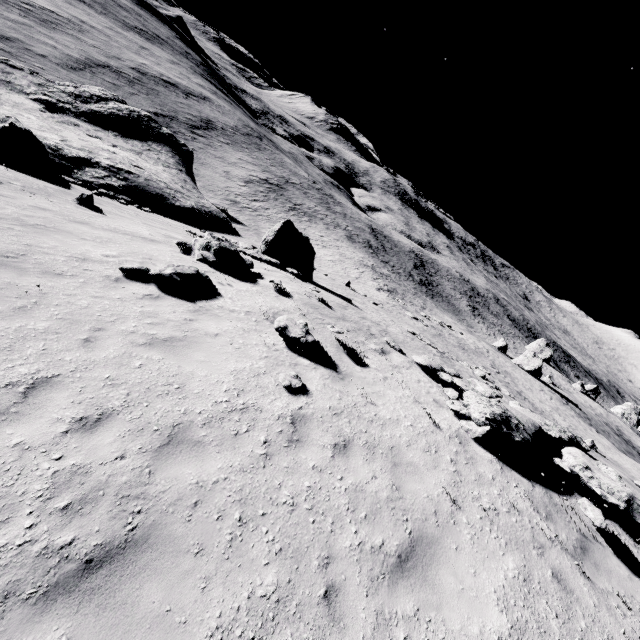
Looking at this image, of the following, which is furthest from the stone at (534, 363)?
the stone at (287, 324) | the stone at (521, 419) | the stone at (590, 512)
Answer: the stone at (287, 324)

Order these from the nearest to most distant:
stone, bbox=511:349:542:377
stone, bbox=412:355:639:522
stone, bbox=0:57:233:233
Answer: stone, bbox=412:355:639:522 < stone, bbox=0:57:233:233 < stone, bbox=511:349:542:377

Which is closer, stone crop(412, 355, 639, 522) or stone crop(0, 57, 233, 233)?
stone crop(412, 355, 639, 522)

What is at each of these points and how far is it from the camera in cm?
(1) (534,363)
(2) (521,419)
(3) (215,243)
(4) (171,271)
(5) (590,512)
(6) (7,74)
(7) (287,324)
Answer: (1) stone, 3716
(2) stone, 862
(3) stone, 1123
(4) stone, 882
(5) stone, 662
(6) stone, 2880
(7) stone, 859

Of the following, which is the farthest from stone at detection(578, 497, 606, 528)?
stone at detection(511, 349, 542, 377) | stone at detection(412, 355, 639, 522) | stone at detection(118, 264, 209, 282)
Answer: stone at detection(511, 349, 542, 377)

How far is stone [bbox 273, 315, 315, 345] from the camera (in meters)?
8.34

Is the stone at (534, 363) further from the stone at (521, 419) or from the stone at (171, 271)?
the stone at (171, 271)

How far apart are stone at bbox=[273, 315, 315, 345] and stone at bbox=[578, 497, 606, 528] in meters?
6.8 m
